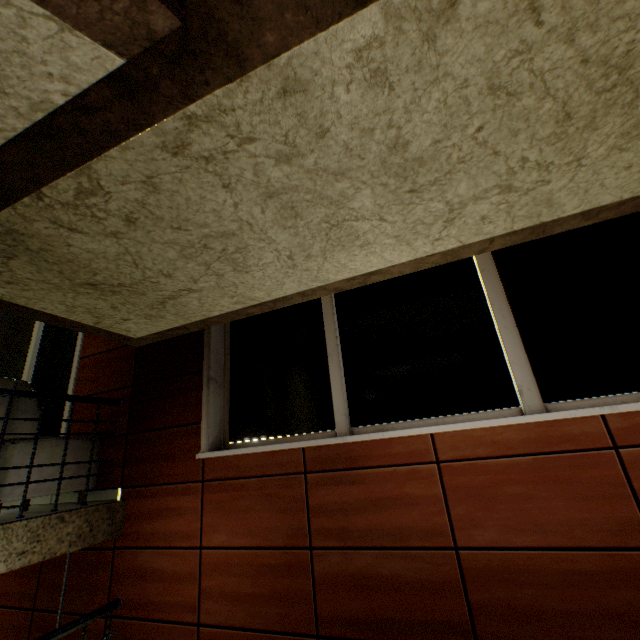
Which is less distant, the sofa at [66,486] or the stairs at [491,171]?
the stairs at [491,171]

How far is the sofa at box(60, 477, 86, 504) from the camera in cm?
292

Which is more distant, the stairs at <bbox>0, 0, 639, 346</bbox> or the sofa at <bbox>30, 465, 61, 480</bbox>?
the sofa at <bbox>30, 465, 61, 480</bbox>

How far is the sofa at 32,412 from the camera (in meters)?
2.73

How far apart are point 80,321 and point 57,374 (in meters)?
2.17
